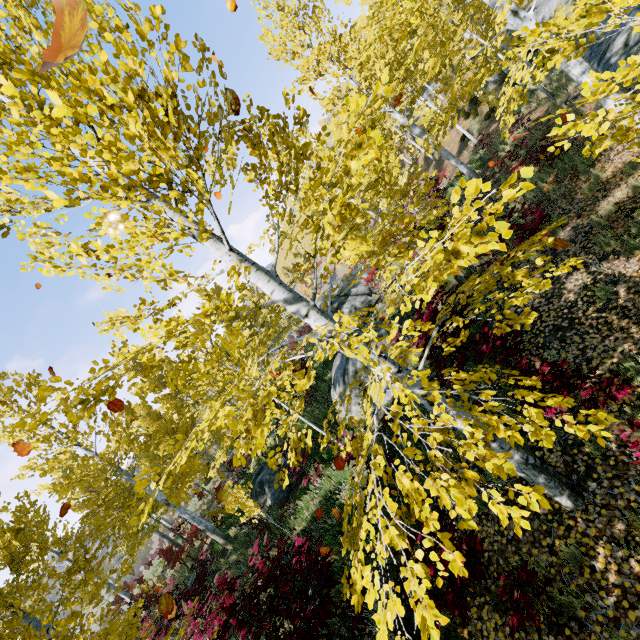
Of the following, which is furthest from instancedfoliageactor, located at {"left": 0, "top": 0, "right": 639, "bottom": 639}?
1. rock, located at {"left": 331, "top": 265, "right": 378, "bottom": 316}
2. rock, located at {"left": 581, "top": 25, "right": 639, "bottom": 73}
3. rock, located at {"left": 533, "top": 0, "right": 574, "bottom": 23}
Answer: rock, located at {"left": 331, "top": 265, "right": 378, "bottom": 316}

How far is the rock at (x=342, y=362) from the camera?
9.52m

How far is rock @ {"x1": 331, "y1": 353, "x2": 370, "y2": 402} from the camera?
9.5 meters

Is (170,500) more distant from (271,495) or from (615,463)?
(271,495)

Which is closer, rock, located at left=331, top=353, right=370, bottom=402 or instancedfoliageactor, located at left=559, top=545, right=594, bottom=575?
instancedfoliageactor, located at left=559, top=545, right=594, bottom=575

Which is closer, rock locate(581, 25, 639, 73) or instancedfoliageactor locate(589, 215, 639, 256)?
instancedfoliageactor locate(589, 215, 639, 256)

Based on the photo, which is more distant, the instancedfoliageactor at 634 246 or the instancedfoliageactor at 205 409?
the instancedfoliageactor at 634 246
